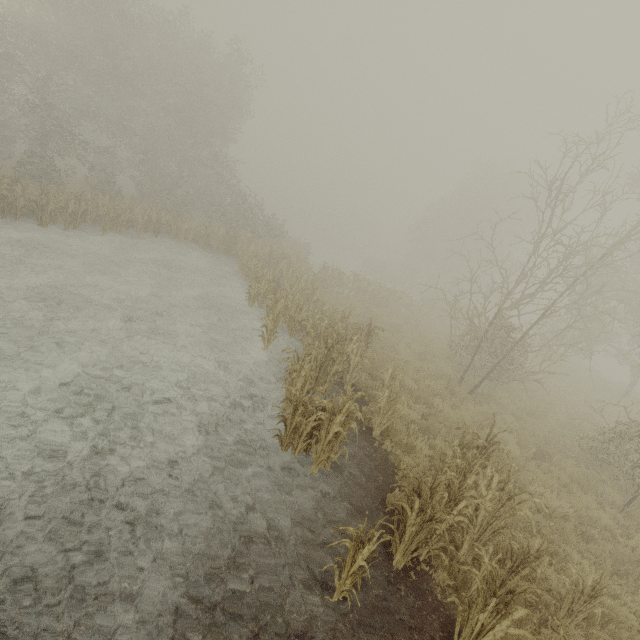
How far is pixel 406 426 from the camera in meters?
8.5
